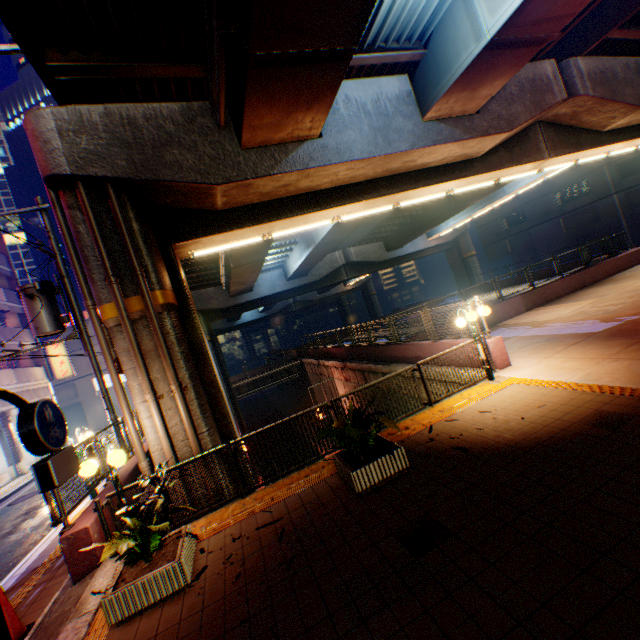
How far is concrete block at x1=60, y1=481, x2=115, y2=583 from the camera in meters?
5.9 m

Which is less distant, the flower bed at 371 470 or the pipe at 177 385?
the flower bed at 371 470

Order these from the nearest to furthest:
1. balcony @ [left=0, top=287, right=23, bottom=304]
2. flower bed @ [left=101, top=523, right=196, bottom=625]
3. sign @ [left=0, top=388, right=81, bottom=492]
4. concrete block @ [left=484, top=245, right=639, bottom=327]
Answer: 1. sign @ [left=0, top=388, right=81, bottom=492]
2. flower bed @ [left=101, top=523, right=196, bottom=625]
3. concrete block @ [left=484, top=245, right=639, bottom=327]
4. balcony @ [left=0, top=287, right=23, bottom=304]

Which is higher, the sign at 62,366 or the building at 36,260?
the building at 36,260

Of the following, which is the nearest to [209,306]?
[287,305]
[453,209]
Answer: [453,209]

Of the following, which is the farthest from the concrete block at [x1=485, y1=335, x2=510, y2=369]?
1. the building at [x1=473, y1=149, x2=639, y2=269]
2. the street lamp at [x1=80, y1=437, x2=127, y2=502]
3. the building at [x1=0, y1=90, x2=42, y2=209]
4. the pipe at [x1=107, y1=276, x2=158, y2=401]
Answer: the building at [x1=0, y1=90, x2=42, y2=209]

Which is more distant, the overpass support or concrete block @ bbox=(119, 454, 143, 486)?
concrete block @ bbox=(119, 454, 143, 486)

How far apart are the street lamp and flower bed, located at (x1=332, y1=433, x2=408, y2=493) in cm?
386
